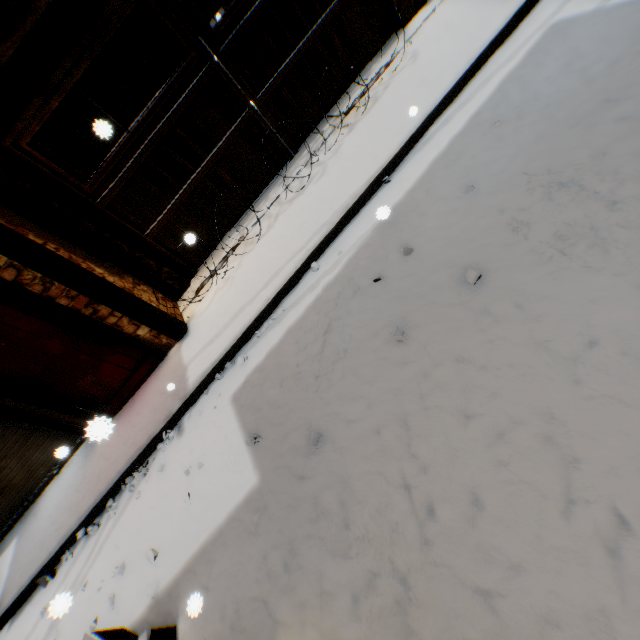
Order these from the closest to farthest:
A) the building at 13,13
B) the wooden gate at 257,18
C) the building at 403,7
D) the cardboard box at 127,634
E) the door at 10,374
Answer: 1. the cardboard box at 127,634
2. the building at 13,13
3. the door at 10,374
4. the wooden gate at 257,18
5. the building at 403,7

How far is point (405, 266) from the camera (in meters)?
3.14

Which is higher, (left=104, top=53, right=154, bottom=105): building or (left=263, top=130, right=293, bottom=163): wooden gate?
(left=104, top=53, right=154, bottom=105): building

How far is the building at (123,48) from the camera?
8.30m

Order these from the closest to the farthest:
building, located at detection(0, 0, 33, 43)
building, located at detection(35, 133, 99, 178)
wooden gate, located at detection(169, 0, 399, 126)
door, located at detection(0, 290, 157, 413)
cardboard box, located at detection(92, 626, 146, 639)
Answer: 1. cardboard box, located at detection(92, 626, 146, 639)
2. building, located at detection(0, 0, 33, 43)
3. door, located at detection(0, 290, 157, 413)
4. wooden gate, located at detection(169, 0, 399, 126)
5. building, located at detection(35, 133, 99, 178)

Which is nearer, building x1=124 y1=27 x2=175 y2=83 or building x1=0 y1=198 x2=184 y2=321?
building x1=0 y1=198 x2=184 y2=321

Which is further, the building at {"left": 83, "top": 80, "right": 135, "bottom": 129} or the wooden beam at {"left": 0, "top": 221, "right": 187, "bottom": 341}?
the building at {"left": 83, "top": 80, "right": 135, "bottom": 129}
